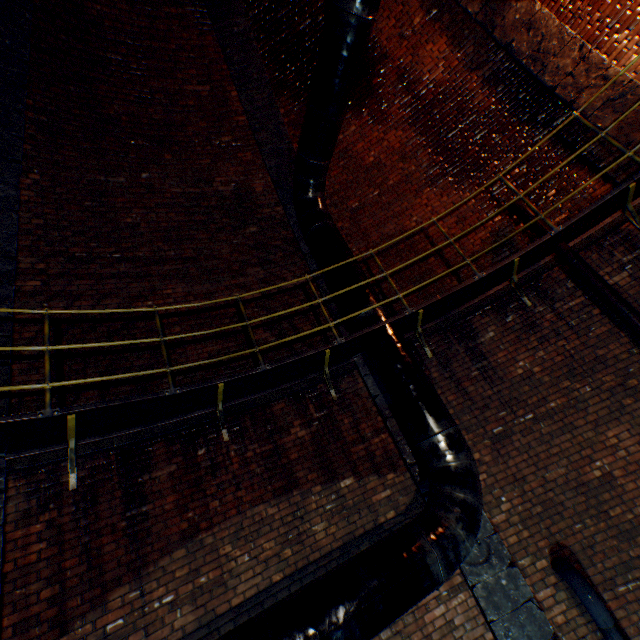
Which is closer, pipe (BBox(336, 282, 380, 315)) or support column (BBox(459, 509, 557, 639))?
support column (BBox(459, 509, 557, 639))

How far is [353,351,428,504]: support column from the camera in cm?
477

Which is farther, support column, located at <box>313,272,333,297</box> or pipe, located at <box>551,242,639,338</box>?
support column, located at <box>313,272,333,297</box>

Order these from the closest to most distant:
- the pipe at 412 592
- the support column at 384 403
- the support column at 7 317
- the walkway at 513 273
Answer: the pipe at 412 592 < the walkway at 513 273 < the support column at 7 317 < the support column at 384 403

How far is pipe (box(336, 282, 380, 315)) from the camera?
5.1 meters

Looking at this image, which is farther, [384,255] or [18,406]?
[384,255]

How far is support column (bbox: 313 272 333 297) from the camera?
6.20m

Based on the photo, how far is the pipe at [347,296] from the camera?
5.1m
